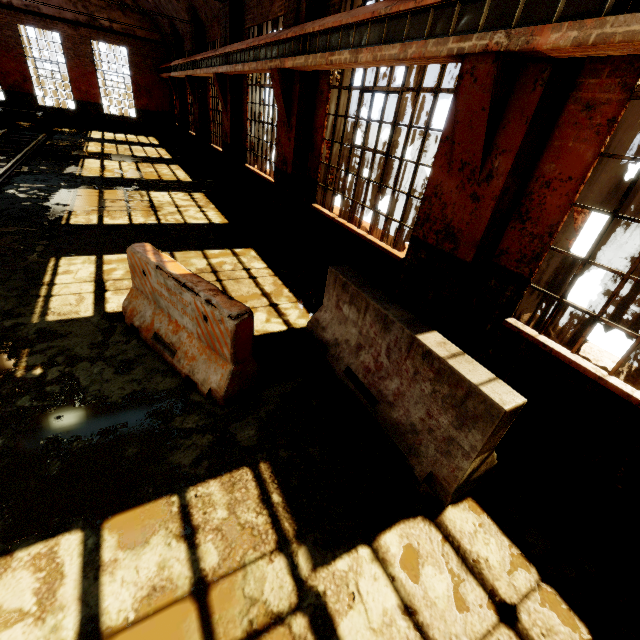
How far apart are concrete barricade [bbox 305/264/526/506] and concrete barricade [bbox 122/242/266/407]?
0.83m

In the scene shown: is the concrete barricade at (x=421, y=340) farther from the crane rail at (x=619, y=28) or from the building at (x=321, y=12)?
the crane rail at (x=619, y=28)

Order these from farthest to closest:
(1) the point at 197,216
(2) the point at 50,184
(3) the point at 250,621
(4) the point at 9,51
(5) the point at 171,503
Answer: (4) the point at 9,51
(2) the point at 50,184
(1) the point at 197,216
(5) the point at 171,503
(3) the point at 250,621

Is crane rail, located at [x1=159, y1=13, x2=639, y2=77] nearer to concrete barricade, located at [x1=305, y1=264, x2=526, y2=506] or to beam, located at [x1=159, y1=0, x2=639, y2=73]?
beam, located at [x1=159, y1=0, x2=639, y2=73]

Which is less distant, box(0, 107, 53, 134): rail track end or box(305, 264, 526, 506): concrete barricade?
box(305, 264, 526, 506): concrete barricade

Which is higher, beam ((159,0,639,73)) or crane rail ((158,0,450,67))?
crane rail ((158,0,450,67))

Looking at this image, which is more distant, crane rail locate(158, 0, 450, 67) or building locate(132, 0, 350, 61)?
building locate(132, 0, 350, 61)

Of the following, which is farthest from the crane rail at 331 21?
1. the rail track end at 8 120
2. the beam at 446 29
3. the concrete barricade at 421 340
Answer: the rail track end at 8 120
